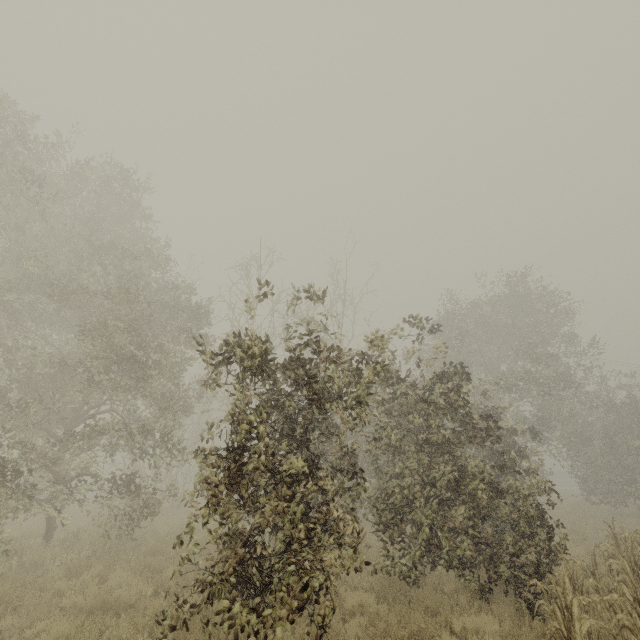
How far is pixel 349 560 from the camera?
9.3m
